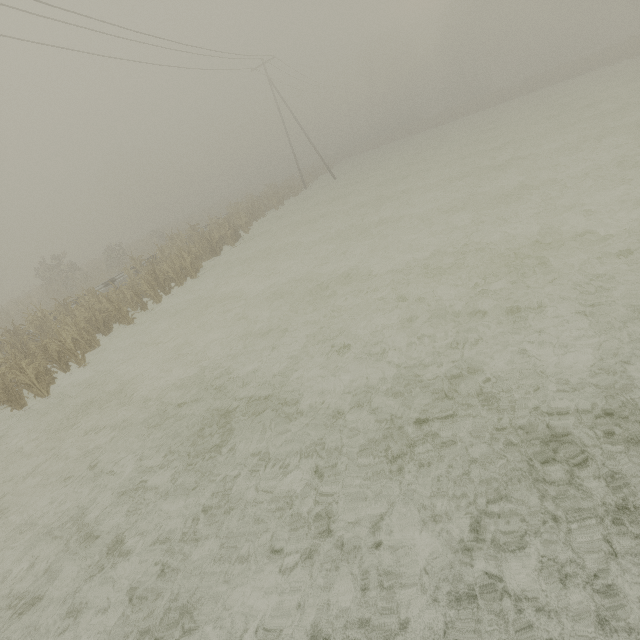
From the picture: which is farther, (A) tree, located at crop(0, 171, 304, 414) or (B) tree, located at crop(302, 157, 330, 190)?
(B) tree, located at crop(302, 157, 330, 190)

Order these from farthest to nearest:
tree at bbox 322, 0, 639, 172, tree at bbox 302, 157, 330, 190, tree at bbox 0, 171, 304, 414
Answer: tree at bbox 302, 157, 330, 190
tree at bbox 322, 0, 639, 172
tree at bbox 0, 171, 304, 414

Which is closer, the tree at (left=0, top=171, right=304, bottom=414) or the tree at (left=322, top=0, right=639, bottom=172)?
the tree at (left=0, top=171, right=304, bottom=414)

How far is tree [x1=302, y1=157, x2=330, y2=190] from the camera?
40.9m

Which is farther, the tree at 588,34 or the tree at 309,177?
the tree at 309,177

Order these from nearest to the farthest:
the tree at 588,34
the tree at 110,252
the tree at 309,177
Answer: the tree at 110,252
the tree at 588,34
the tree at 309,177

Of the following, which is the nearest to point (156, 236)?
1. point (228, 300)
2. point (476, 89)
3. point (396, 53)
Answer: point (228, 300)
